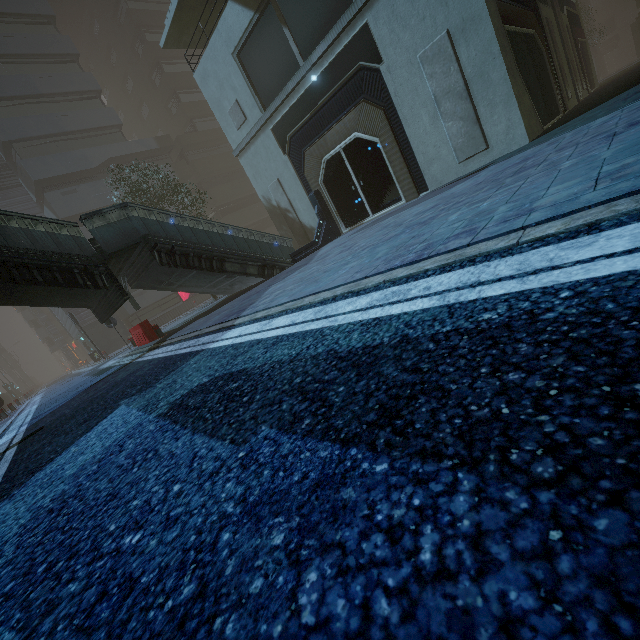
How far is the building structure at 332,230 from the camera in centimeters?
1315cm

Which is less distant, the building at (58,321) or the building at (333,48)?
the building at (333,48)

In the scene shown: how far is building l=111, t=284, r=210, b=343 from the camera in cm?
2681

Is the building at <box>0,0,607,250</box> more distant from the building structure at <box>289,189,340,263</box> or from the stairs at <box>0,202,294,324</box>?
the stairs at <box>0,202,294,324</box>

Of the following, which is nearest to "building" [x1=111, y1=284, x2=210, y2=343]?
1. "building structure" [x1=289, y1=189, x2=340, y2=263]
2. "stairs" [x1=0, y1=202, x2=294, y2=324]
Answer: "building structure" [x1=289, y1=189, x2=340, y2=263]

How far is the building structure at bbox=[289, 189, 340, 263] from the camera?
13.2 meters

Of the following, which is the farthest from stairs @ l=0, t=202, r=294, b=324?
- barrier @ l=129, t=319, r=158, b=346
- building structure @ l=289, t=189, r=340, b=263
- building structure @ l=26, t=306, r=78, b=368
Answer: building structure @ l=26, t=306, r=78, b=368

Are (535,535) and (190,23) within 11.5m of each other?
no
